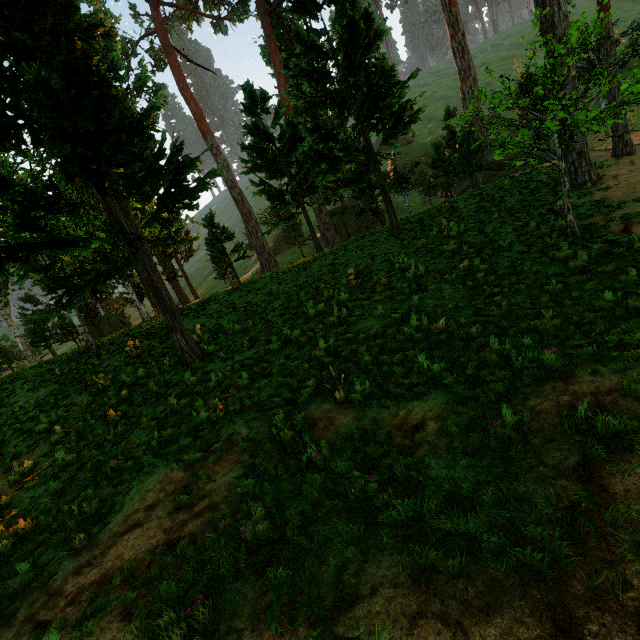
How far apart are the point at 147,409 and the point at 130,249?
4.9m
